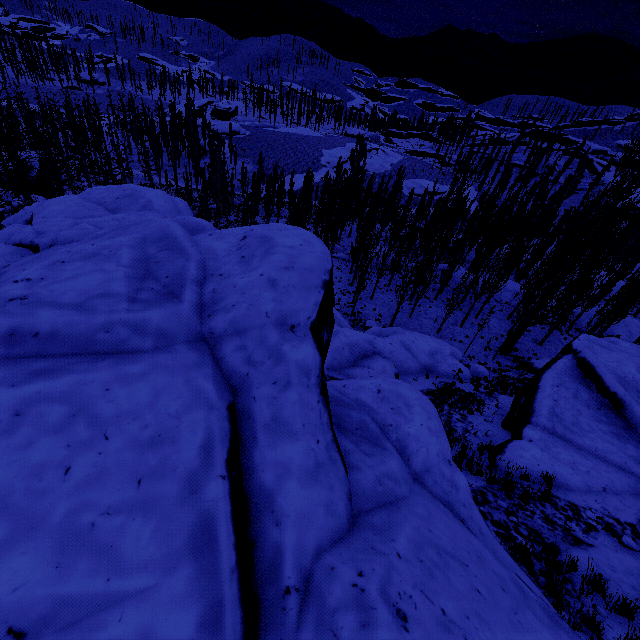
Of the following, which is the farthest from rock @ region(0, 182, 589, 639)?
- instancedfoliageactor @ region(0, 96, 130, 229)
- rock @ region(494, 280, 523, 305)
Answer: rock @ region(494, 280, 523, 305)

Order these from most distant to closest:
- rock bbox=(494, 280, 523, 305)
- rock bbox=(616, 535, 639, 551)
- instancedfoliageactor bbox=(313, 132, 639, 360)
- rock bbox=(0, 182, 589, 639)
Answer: rock bbox=(494, 280, 523, 305), instancedfoliageactor bbox=(313, 132, 639, 360), rock bbox=(616, 535, 639, 551), rock bbox=(0, 182, 589, 639)

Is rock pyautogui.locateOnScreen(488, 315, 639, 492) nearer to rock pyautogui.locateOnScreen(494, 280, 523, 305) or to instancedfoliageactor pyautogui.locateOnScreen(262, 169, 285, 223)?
instancedfoliageactor pyautogui.locateOnScreen(262, 169, 285, 223)

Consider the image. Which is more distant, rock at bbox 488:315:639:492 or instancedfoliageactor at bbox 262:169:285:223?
instancedfoliageactor at bbox 262:169:285:223

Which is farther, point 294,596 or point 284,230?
point 284,230

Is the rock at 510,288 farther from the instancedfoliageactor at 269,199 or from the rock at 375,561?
the rock at 375,561

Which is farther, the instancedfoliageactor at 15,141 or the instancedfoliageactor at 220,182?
the instancedfoliageactor at 220,182
